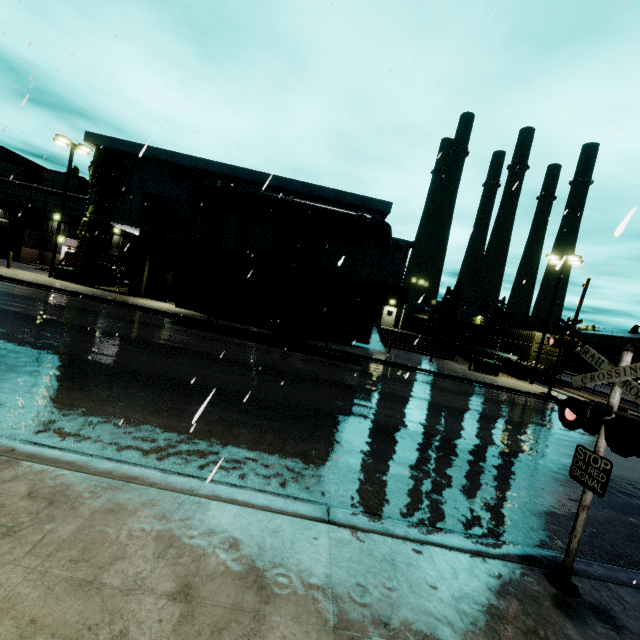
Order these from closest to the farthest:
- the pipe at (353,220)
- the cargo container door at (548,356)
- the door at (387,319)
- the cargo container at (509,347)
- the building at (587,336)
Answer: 1. the pipe at (353,220)
2. the cargo container door at (548,356)
3. the cargo container at (509,347)
4. the door at (387,319)
5. the building at (587,336)

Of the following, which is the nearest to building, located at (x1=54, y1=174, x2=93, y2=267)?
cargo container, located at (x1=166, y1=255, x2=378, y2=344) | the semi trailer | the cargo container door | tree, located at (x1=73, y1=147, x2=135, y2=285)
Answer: tree, located at (x1=73, y1=147, x2=135, y2=285)

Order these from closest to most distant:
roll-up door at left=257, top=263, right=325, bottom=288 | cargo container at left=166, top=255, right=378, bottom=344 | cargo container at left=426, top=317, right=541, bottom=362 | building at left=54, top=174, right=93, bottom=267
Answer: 1. cargo container at left=166, top=255, right=378, bottom=344
2. roll-up door at left=257, top=263, right=325, bottom=288
3. cargo container at left=426, top=317, right=541, bottom=362
4. building at left=54, top=174, right=93, bottom=267

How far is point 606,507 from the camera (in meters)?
6.73

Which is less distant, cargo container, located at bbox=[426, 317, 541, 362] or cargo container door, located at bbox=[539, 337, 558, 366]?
cargo container door, located at bbox=[539, 337, 558, 366]

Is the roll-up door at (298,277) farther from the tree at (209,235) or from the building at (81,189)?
the tree at (209,235)

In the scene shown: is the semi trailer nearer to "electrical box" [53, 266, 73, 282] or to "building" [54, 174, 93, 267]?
"building" [54, 174, 93, 267]

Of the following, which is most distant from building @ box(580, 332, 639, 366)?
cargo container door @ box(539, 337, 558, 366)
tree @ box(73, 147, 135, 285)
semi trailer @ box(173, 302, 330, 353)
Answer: semi trailer @ box(173, 302, 330, 353)
